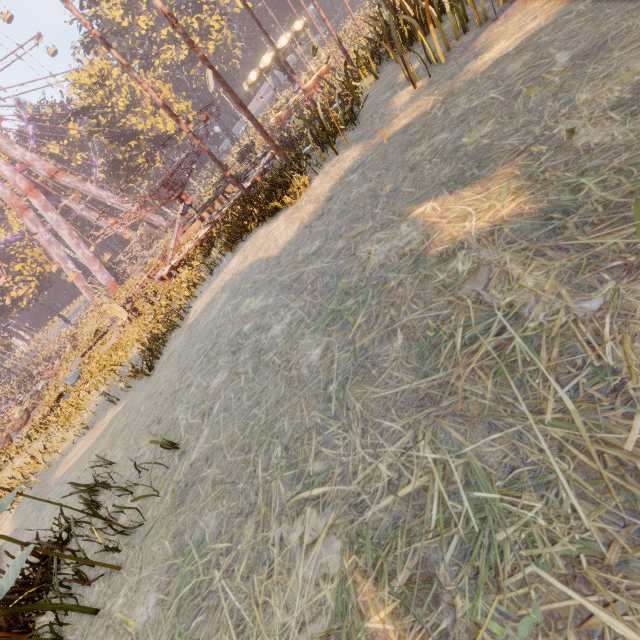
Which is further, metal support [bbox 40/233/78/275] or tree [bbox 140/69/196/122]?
metal support [bbox 40/233/78/275]

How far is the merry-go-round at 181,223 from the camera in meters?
14.0 m

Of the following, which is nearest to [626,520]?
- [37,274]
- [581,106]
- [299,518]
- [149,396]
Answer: [299,518]

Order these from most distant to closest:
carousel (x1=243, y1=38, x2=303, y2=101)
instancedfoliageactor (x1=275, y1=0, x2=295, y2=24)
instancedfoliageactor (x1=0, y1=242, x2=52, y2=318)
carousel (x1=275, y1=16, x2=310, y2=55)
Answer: instancedfoliageactor (x1=275, y1=0, x2=295, y2=24) → instancedfoliageactor (x1=0, y1=242, x2=52, y2=318) → carousel (x1=243, y1=38, x2=303, y2=101) → carousel (x1=275, y1=16, x2=310, y2=55)

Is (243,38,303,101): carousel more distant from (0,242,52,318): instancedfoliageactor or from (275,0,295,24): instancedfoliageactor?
(0,242,52,318): instancedfoliageactor

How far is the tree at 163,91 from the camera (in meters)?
39.00
